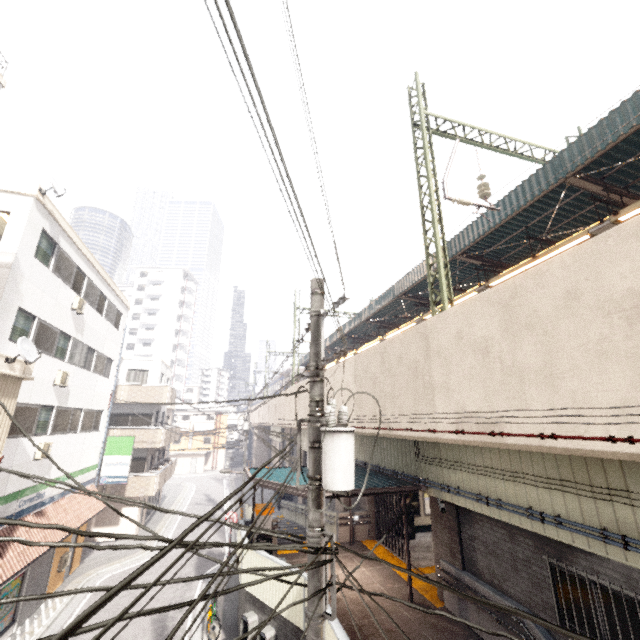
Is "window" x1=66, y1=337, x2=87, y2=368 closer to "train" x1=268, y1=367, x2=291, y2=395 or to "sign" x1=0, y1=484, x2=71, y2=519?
"sign" x1=0, y1=484, x2=71, y2=519

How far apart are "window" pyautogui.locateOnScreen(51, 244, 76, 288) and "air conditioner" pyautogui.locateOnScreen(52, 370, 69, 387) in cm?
346

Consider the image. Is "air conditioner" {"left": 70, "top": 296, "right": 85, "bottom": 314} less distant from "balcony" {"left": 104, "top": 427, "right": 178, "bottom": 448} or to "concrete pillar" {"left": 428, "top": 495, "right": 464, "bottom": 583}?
"balcony" {"left": 104, "top": 427, "right": 178, "bottom": 448}

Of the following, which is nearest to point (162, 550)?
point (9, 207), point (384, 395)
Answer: point (384, 395)

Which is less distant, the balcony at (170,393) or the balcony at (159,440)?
the balcony at (159,440)

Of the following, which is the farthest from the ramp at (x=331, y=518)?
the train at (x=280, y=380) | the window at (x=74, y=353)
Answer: the window at (x=74, y=353)

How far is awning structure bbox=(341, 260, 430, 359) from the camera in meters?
17.1

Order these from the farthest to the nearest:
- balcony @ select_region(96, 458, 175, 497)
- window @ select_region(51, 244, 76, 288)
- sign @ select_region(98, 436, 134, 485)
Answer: balcony @ select_region(96, 458, 175, 497)
sign @ select_region(98, 436, 134, 485)
window @ select_region(51, 244, 76, 288)
